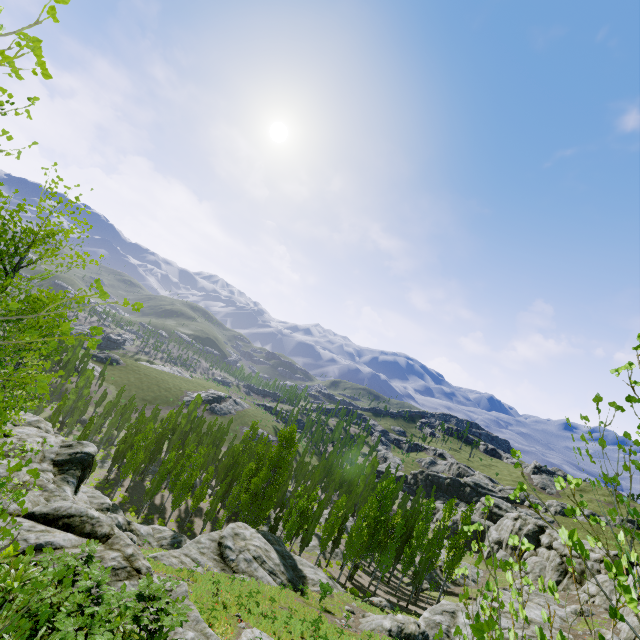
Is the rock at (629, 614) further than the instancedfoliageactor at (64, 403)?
No

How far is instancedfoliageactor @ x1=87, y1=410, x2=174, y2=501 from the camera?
45.0 meters

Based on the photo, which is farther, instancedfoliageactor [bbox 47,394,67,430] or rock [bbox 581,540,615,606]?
instancedfoliageactor [bbox 47,394,67,430]

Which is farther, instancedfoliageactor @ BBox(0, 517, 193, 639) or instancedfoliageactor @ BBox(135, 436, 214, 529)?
instancedfoliageactor @ BBox(135, 436, 214, 529)

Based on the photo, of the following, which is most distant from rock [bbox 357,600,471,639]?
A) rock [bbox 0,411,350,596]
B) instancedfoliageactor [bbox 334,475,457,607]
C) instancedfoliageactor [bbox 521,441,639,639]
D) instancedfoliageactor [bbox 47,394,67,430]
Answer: instancedfoliageactor [bbox 521,441,639,639]

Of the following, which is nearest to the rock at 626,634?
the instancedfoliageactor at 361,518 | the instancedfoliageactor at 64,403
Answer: the instancedfoliageactor at 64,403

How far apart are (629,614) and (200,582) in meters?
41.5
